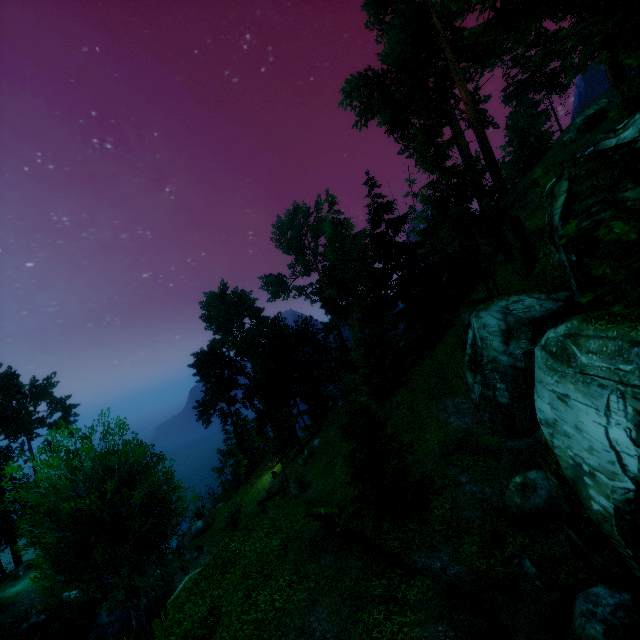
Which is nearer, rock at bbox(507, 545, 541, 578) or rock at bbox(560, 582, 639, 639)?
rock at bbox(560, 582, 639, 639)

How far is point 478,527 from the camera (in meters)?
12.81

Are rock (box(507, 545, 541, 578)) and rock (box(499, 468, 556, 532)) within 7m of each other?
yes

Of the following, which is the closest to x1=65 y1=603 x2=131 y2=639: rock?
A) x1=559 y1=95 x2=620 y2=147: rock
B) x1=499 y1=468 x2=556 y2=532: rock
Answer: x1=499 y1=468 x2=556 y2=532: rock

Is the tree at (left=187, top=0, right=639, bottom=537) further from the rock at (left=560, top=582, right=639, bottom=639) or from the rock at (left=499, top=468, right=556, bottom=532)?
the rock at (left=560, top=582, right=639, bottom=639)

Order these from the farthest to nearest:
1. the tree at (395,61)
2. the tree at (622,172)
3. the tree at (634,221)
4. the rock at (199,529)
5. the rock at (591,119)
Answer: the rock at (591,119), the rock at (199,529), the tree at (395,61), the tree at (622,172), the tree at (634,221)

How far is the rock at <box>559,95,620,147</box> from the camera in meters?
30.9

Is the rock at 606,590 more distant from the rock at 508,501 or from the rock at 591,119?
the rock at 591,119
